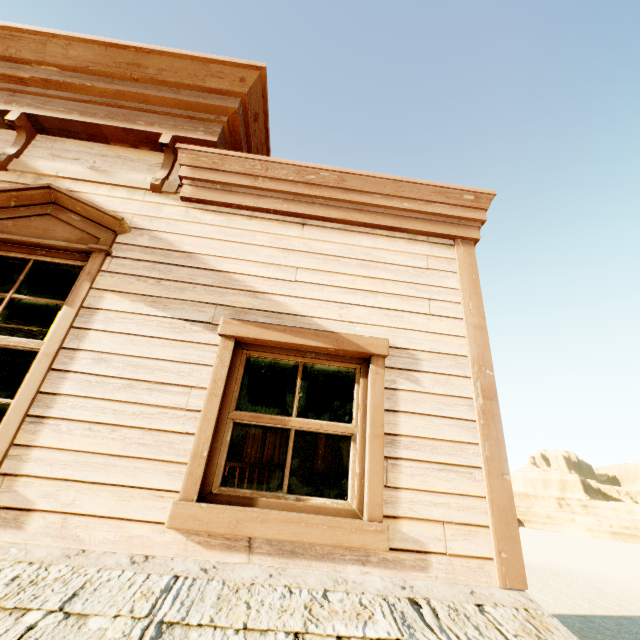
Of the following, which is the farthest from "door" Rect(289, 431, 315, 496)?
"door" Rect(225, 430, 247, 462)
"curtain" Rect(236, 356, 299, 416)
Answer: "curtain" Rect(236, 356, 299, 416)

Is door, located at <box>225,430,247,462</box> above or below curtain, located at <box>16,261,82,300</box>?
below

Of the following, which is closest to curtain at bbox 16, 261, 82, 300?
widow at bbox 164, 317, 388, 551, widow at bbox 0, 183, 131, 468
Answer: widow at bbox 0, 183, 131, 468

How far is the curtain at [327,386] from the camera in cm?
245

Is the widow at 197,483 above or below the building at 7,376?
below

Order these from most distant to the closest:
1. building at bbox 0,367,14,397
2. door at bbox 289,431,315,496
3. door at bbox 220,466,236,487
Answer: door at bbox 220,466,236,487, building at bbox 0,367,14,397, door at bbox 289,431,315,496

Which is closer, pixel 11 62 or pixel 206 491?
pixel 206 491

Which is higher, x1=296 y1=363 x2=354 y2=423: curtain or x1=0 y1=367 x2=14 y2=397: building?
x1=0 y1=367 x2=14 y2=397: building
